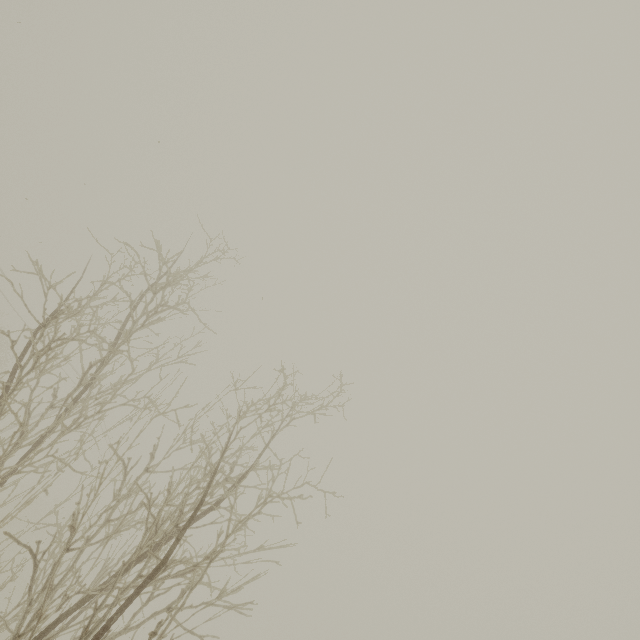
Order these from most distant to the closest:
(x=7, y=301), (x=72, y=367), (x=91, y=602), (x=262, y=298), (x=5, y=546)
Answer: (x=5, y=546) → (x=72, y=367) → (x=7, y=301) → (x=262, y=298) → (x=91, y=602)
